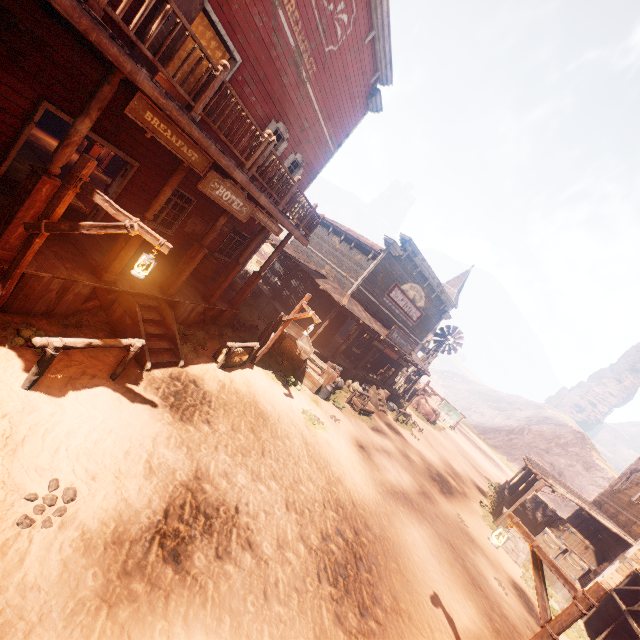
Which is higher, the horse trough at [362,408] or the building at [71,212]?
the building at [71,212]

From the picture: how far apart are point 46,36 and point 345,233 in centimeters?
1574cm

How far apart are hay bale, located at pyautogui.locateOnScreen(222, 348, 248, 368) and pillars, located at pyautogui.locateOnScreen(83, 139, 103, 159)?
7.7m

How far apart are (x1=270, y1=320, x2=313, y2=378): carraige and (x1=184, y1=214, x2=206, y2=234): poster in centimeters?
425cm

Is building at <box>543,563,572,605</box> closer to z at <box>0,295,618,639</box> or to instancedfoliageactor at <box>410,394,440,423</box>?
z at <box>0,295,618,639</box>

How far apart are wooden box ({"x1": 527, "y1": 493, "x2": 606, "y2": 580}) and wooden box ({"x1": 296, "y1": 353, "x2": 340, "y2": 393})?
12.1 meters

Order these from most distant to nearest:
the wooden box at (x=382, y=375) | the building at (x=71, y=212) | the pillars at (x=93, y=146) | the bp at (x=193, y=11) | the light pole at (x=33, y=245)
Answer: the wooden box at (x=382, y=375) < the pillars at (x=93, y=146) < the building at (x=71, y=212) < the bp at (x=193, y=11) < the light pole at (x=33, y=245)

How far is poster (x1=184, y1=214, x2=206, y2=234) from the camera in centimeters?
1166cm
